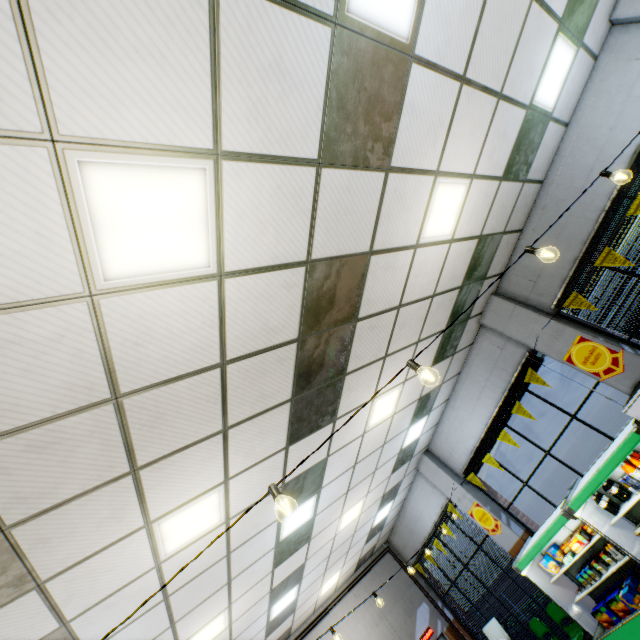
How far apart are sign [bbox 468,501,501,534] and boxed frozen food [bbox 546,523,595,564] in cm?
162

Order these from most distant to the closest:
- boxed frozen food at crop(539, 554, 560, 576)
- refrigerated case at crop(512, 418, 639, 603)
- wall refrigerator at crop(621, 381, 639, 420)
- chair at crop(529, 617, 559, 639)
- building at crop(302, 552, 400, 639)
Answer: building at crop(302, 552, 400, 639) < chair at crop(529, 617, 559, 639) < boxed frozen food at crop(539, 554, 560, 576) < refrigerated case at crop(512, 418, 639, 603) < wall refrigerator at crop(621, 381, 639, 420)

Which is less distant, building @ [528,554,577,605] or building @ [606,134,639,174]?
building @ [606,134,639,174]

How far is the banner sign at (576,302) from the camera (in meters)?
5.55

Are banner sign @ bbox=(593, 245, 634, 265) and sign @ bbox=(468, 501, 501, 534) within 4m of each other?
no

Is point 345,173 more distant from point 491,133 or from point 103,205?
point 491,133

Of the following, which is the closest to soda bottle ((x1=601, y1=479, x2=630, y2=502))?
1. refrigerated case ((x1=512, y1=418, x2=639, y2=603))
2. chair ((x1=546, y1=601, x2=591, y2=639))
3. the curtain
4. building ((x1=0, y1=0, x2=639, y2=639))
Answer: refrigerated case ((x1=512, y1=418, x2=639, y2=603))

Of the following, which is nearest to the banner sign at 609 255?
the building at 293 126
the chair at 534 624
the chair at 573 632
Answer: the building at 293 126
